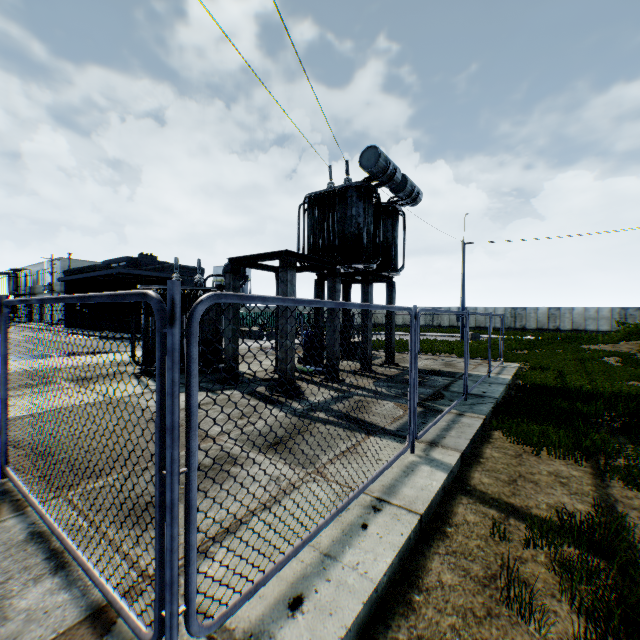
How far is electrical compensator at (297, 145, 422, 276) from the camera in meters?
10.8 m

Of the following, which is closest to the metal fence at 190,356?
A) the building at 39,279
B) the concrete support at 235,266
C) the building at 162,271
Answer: the concrete support at 235,266

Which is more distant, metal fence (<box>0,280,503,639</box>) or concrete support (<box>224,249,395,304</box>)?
concrete support (<box>224,249,395,304</box>)

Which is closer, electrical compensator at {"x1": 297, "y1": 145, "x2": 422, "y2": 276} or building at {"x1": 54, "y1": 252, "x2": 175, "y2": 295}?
electrical compensator at {"x1": 297, "y1": 145, "x2": 422, "y2": 276}

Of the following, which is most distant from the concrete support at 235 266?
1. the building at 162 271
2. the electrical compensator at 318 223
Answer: the building at 162 271

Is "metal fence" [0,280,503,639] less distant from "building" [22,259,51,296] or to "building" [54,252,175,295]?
"building" [54,252,175,295]

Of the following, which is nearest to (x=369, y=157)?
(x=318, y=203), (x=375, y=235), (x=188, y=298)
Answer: (x=318, y=203)

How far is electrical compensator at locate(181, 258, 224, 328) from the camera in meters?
10.5 m
